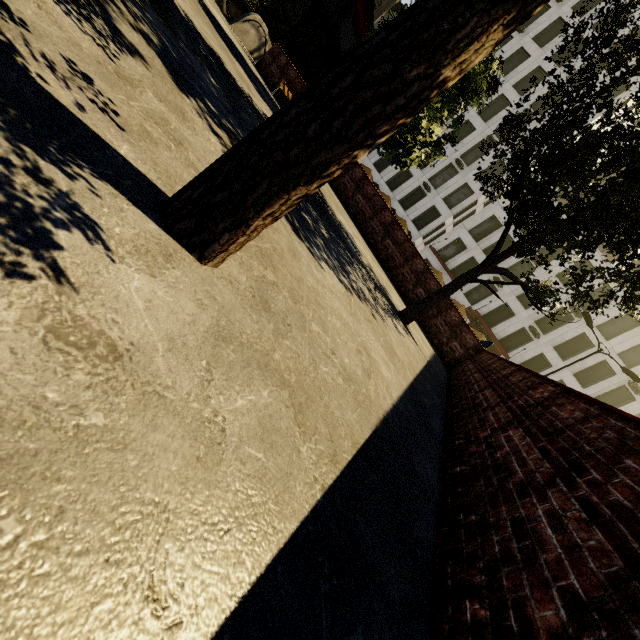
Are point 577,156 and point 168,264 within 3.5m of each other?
no

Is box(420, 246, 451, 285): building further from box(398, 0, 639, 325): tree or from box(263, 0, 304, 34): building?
box(263, 0, 304, 34): building

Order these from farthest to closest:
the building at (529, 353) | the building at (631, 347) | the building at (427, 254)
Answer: the building at (427, 254) < the building at (529, 353) < the building at (631, 347)

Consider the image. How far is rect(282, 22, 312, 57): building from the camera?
46.75m

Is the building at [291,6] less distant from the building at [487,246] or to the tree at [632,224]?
the tree at [632,224]

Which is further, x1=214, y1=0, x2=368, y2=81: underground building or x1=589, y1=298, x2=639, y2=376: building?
x1=589, y1=298, x2=639, y2=376: building

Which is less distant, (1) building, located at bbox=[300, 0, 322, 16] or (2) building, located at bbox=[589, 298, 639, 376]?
(2) building, located at bbox=[589, 298, 639, 376]
